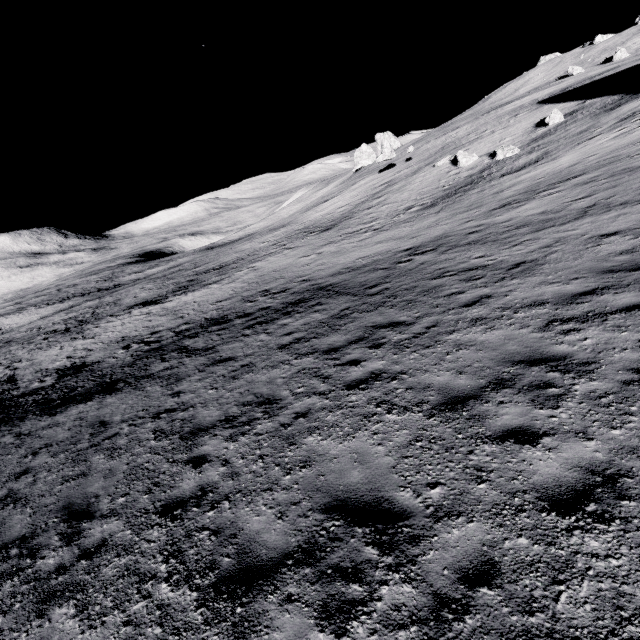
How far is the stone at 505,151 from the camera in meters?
24.9

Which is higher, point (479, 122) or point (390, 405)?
point (479, 122)

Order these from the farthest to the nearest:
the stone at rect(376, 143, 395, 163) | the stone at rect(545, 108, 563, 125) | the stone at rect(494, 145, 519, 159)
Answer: the stone at rect(376, 143, 395, 163) < the stone at rect(545, 108, 563, 125) < the stone at rect(494, 145, 519, 159)

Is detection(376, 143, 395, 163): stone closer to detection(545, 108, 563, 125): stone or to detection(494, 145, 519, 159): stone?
detection(494, 145, 519, 159): stone

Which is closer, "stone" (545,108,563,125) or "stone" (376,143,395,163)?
"stone" (545,108,563,125)

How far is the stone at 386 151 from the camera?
43.5 meters

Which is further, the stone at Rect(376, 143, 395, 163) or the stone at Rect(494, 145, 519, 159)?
the stone at Rect(376, 143, 395, 163)

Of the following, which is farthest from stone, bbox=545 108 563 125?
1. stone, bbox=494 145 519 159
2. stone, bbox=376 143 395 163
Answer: stone, bbox=376 143 395 163
